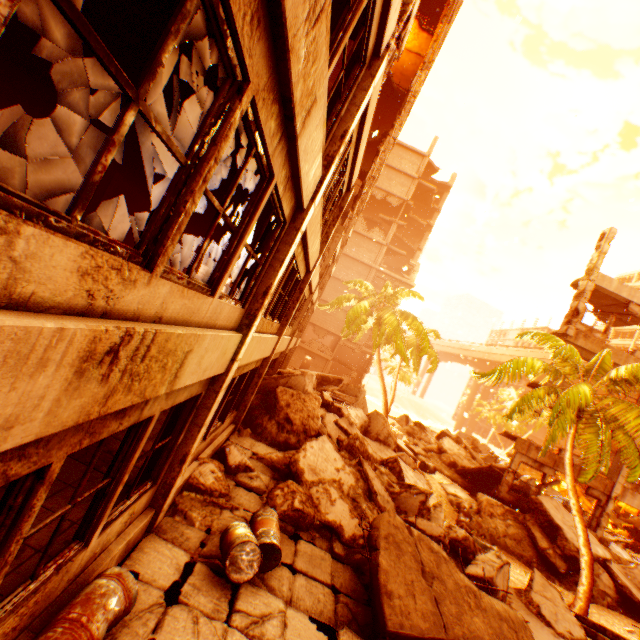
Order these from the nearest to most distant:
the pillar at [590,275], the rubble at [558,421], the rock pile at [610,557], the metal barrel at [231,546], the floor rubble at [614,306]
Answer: the metal barrel at [231,546] → the rubble at [558,421] → the rock pile at [610,557] → the pillar at [590,275] → the floor rubble at [614,306]

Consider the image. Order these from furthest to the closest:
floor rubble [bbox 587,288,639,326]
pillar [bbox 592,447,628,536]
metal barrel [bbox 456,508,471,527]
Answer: floor rubble [bbox 587,288,639,326] → pillar [bbox 592,447,628,536] → metal barrel [bbox 456,508,471,527]

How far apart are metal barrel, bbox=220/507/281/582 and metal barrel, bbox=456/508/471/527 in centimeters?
1048cm

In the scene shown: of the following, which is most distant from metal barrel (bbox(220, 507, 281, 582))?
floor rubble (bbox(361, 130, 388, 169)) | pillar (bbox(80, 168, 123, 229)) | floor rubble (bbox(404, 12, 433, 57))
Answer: floor rubble (bbox(361, 130, 388, 169))

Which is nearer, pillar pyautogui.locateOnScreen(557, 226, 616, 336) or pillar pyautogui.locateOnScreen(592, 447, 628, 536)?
pillar pyautogui.locateOnScreen(592, 447, 628, 536)

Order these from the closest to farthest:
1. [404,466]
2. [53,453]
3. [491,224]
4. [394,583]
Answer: [53,453]
[394,583]
[404,466]
[491,224]

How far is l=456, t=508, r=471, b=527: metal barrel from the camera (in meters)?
13.27

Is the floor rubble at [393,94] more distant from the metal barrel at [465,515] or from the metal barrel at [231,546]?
the metal barrel at [465,515]
